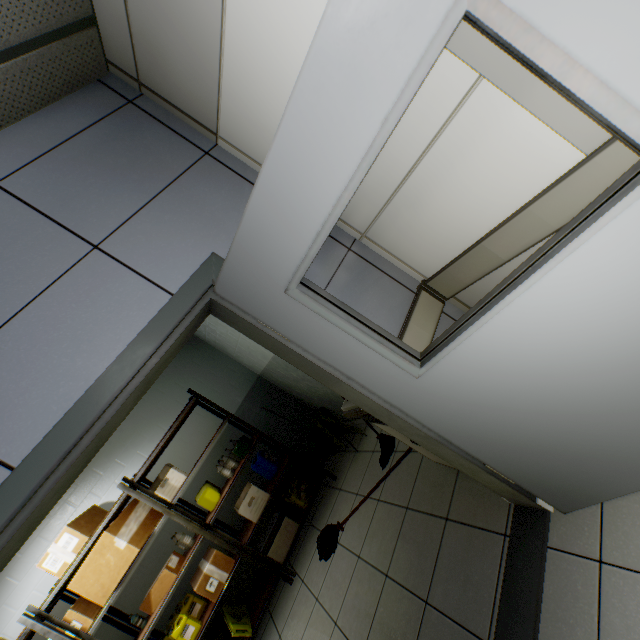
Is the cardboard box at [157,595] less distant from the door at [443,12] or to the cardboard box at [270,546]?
the cardboard box at [270,546]

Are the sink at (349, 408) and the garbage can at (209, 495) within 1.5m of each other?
no

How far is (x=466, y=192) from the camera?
1.4m

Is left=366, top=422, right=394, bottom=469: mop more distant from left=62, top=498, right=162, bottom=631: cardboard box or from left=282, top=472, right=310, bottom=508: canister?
left=62, top=498, right=162, bottom=631: cardboard box

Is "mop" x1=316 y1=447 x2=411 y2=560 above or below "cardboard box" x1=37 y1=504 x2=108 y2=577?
below

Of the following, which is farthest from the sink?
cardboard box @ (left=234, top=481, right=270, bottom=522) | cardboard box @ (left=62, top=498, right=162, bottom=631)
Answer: cardboard box @ (left=62, top=498, right=162, bottom=631)

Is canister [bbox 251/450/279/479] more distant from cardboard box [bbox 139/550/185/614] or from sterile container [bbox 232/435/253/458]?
cardboard box [bbox 139/550/185/614]

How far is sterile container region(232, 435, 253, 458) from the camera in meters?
4.1 m
